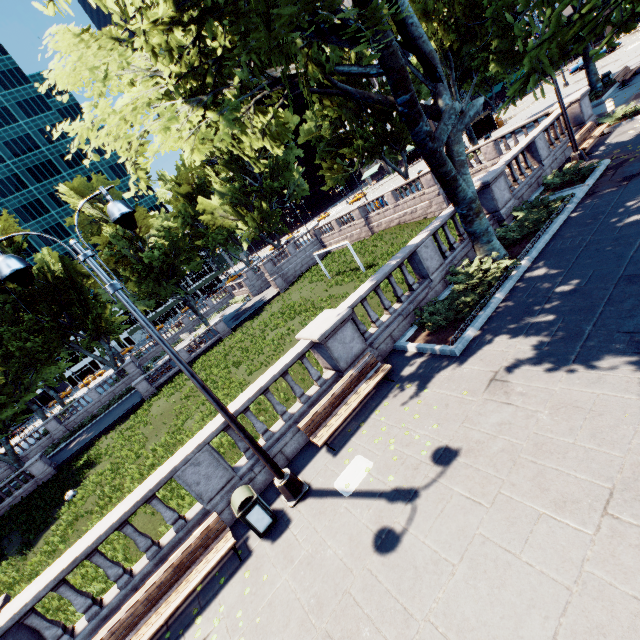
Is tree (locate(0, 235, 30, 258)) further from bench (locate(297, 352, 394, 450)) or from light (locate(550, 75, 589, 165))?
bench (locate(297, 352, 394, 450))

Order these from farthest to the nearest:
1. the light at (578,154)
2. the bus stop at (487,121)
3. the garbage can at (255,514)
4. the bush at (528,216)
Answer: the bus stop at (487,121) → the light at (578,154) → the bush at (528,216) → the garbage can at (255,514)

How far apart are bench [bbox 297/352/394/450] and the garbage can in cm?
175

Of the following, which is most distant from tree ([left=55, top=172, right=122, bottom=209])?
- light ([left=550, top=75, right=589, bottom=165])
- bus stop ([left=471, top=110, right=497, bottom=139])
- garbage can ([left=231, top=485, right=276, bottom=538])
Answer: garbage can ([left=231, top=485, right=276, bottom=538])

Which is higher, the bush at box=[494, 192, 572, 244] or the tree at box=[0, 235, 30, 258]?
the tree at box=[0, 235, 30, 258]

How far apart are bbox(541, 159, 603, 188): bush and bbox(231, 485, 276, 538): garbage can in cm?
1628

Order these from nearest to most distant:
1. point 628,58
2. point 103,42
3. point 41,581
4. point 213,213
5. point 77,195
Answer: point 41,581
point 103,42
point 628,58
point 77,195
point 213,213

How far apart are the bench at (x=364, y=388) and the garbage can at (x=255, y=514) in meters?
1.7
